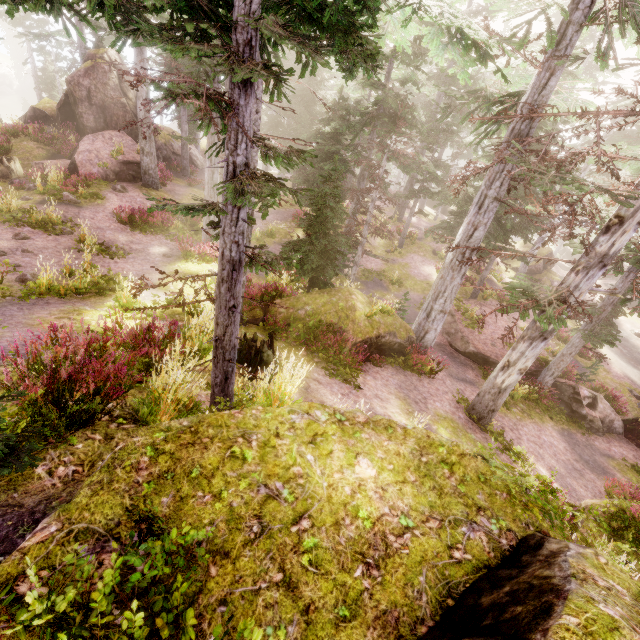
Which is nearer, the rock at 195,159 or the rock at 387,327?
the rock at 387,327

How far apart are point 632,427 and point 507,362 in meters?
12.7

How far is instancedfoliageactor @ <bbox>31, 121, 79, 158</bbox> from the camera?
22.0m

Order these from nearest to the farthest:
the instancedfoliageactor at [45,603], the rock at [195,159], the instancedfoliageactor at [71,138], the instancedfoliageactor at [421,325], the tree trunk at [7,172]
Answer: the instancedfoliageactor at [45,603]
the instancedfoliageactor at [421,325]
the tree trunk at [7,172]
the instancedfoliageactor at [71,138]
the rock at [195,159]

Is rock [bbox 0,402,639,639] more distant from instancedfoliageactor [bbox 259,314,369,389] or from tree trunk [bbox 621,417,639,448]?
tree trunk [bbox 621,417,639,448]

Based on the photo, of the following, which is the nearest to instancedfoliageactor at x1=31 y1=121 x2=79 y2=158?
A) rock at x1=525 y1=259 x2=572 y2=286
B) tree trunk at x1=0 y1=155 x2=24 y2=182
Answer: rock at x1=525 y1=259 x2=572 y2=286

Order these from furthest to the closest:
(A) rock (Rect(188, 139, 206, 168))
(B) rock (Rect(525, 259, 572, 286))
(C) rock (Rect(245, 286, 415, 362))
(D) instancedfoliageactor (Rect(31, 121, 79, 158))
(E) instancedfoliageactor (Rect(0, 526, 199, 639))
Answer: (B) rock (Rect(525, 259, 572, 286))
(A) rock (Rect(188, 139, 206, 168))
(D) instancedfoliageactor (Rect(31, 121, 79, 158))
(C) rock (Rect(245, 286, 415, 362))
(E) instancedfoliageactor (Rect(0, 526, 199, 639))

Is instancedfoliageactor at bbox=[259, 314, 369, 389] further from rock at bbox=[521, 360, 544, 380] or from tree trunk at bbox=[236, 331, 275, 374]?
tree trunk at bbox=[236, 331, 275, 374]
